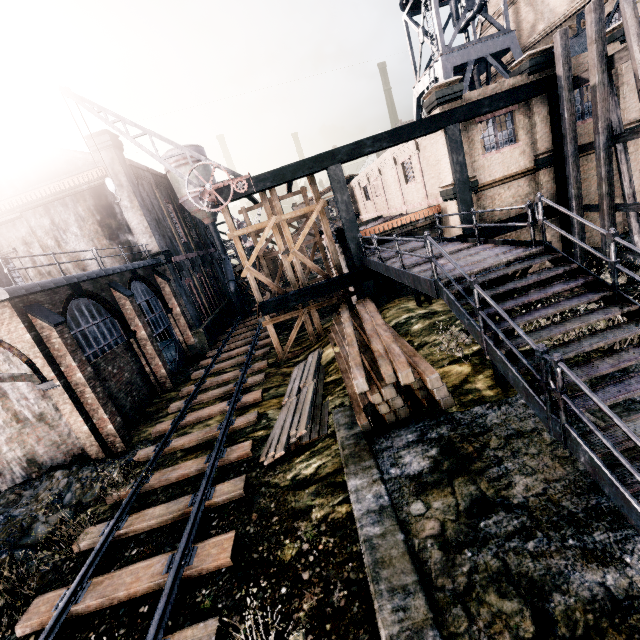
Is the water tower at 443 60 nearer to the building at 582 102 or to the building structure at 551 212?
the building at 582 102

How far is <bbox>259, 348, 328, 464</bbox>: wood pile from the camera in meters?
10.7

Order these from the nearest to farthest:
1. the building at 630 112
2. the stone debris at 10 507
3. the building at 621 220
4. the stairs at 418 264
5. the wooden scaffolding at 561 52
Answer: the stairs at 418 264 → the stone debris at 10 507 → the wooden scaffolding at 561 52 → the building at 630 112 → the building at 621 220

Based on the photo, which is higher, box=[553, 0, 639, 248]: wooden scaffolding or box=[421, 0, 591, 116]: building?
box=[421, 0, 591, 116]: building

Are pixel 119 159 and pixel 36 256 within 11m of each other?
yes

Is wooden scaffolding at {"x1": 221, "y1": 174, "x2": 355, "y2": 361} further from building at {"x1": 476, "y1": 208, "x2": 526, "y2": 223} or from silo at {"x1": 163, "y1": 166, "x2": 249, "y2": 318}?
silo at {"x1": 163, "y1": 166, "x2": 249, "y2": 318}

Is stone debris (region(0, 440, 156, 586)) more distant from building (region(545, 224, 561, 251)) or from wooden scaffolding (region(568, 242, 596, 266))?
wooden scaffolding (region(568, 242, 596, 266))

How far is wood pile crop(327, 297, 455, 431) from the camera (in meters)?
9.34
